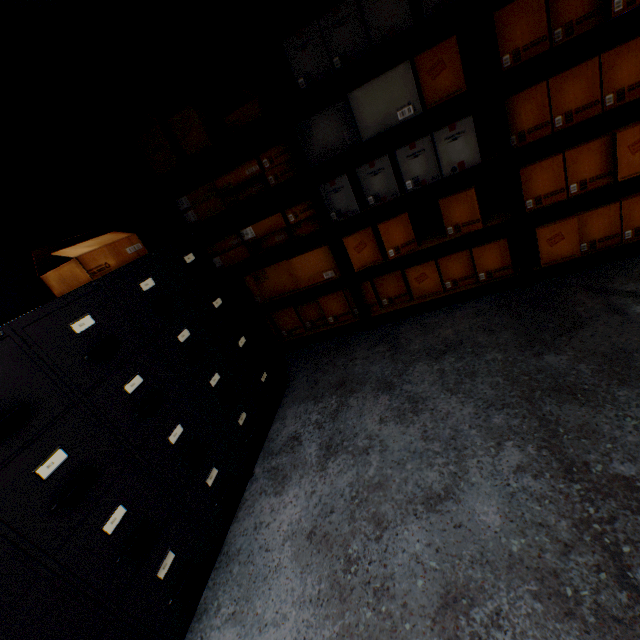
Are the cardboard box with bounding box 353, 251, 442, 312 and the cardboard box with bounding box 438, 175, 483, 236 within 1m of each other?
yes

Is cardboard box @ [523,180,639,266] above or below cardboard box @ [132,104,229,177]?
below

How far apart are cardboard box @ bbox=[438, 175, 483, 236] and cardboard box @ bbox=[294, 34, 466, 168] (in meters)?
0.56

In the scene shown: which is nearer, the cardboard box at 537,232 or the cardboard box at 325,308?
the cardboard box at 537,232

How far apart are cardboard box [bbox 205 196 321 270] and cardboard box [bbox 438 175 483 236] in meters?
0.2 m

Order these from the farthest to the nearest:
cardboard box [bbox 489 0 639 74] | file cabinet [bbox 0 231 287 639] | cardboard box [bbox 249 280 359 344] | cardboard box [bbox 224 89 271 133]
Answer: cardboard box [bbox 249 280 359 344] → cardboard box [bbox 224 89 271 133] → cardboard box [bbox 489 0 639 74] → file cabinet [bbox 0 231 287 639]

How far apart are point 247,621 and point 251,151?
3.13m

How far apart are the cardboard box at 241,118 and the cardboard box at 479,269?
1.4 meters
